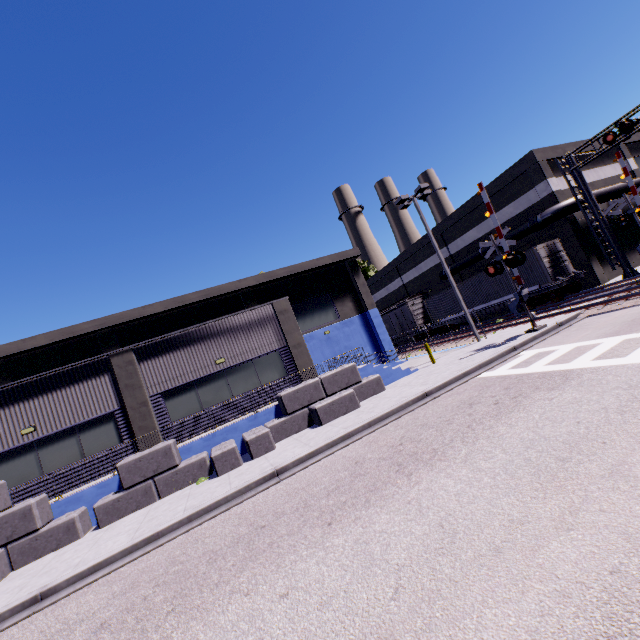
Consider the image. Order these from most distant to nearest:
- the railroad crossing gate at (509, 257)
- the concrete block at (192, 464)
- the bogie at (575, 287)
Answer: the bogie at (575, 287)
the railroad crossing gate at (509, 257)
the concrete block at (192, 464)

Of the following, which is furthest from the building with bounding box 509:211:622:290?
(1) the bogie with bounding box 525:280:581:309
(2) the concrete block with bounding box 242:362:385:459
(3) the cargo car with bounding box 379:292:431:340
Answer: (1) the bogie with bounding box 525:280:581:309

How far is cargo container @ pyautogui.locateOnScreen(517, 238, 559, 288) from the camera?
21.0m

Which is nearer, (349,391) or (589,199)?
(349,391)

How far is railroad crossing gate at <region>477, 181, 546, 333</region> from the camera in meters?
15.1

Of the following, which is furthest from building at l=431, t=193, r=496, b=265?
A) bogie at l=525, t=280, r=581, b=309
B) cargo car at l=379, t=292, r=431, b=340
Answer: bogie at l=525, t=280, r=581, b=309

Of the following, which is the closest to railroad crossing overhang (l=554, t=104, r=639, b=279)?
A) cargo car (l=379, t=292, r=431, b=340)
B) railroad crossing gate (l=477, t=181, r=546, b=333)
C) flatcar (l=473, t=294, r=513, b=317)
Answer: flatcar (l=473, t=294, r=513, b=317)

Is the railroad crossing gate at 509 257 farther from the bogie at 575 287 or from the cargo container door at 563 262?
the cargo container door at 563 262
